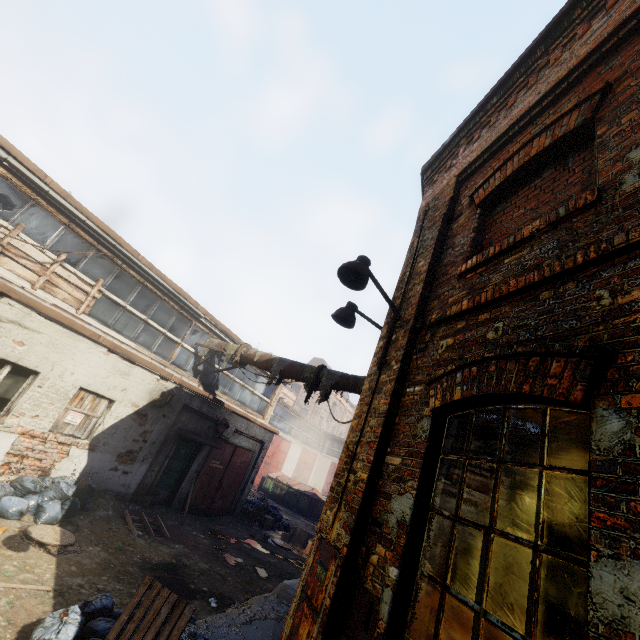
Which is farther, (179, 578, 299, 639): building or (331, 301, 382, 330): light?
(331, 301, 382, 330): light

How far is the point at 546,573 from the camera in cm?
165

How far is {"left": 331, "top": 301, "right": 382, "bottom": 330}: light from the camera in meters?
5.1 m

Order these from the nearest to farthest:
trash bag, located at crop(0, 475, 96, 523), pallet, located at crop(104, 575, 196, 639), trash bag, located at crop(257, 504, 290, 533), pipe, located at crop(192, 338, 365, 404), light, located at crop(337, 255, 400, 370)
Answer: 1. pallet, located at crop(104, 575, 196, 639)
2. light, located at crop(337, 255, 400, 370)
3. trash bag, located at crop(0, 475, 96, 523)
4. pipe, located at crop(192, 338, 365, 404)
5. trash bag, located at crop(257, 504, 290, 533)

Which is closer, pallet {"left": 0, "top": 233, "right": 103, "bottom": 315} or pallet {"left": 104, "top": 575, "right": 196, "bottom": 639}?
pallet {"left": 104, "top": 575, "right": 196, "bottom": 639}

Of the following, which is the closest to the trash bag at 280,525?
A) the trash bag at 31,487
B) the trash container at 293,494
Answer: the trash container at 293,494

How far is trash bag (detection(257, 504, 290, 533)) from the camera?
14.8 meters

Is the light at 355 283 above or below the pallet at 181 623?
above
